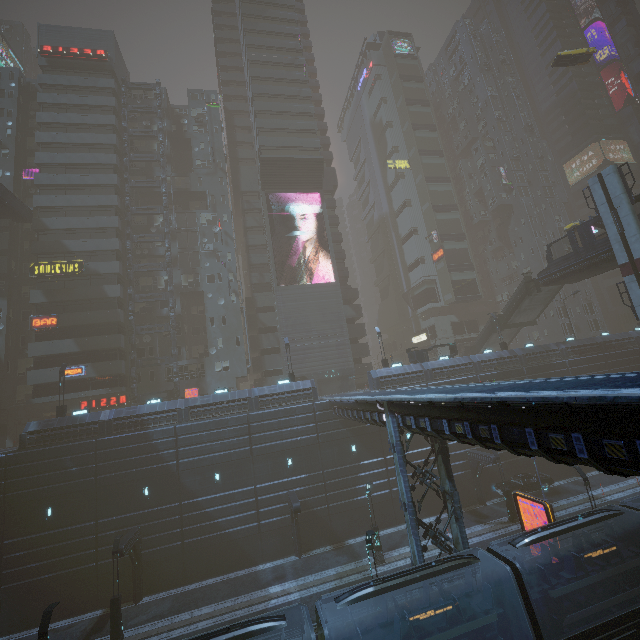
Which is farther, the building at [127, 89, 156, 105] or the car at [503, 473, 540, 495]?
the building at [127, 89, 156, 105]

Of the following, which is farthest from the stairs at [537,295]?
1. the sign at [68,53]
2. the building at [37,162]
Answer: the sign at [68,53]

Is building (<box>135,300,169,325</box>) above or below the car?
above

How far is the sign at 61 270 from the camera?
36.2 meters

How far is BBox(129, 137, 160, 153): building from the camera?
45.6m

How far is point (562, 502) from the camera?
28.5 meters

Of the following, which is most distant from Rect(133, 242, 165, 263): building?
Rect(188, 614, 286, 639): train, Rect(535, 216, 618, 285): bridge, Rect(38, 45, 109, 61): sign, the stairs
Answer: Rect(535, 216, 618, 285): bridge

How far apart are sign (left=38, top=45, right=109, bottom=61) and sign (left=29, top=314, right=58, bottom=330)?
35.4m
